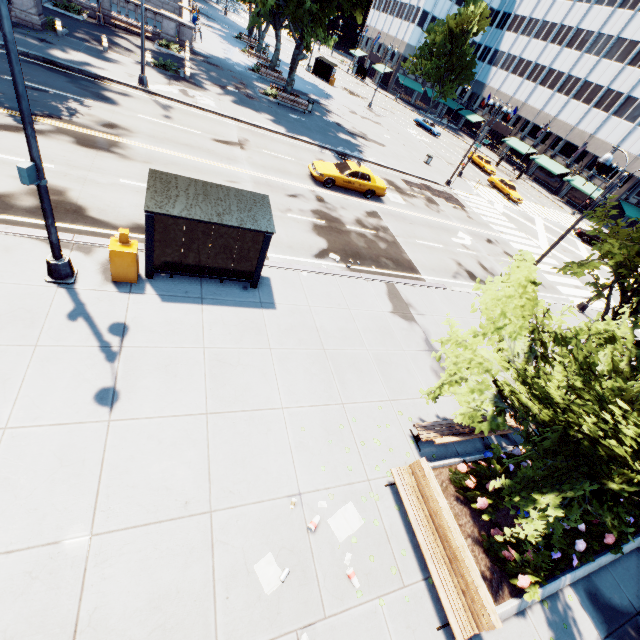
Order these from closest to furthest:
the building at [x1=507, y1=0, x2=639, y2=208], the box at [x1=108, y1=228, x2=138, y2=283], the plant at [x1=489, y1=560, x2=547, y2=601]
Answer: the plant at [x1=489, y1=560, x2=547, y2=601] < the box at [x1=108, y1=228, x2=138, y2=283] < the building at [x1=507, y1=0, x2=639, y2=208]

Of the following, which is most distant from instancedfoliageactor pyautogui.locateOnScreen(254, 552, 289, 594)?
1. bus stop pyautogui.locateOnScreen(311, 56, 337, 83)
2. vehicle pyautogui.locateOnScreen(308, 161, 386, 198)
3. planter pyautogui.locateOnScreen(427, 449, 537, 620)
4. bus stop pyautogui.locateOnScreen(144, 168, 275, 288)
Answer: bus stop pyautogui.locateOnScreen(311, 56, 337, 83)

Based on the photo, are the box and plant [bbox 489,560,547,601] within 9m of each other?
no

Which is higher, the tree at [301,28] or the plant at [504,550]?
the tree at [301,28]

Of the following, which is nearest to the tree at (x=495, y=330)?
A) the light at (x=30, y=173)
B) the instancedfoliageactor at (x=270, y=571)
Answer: the light at (x=30, y=173)

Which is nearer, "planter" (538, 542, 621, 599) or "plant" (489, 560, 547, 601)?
"plant" (489, 560, 547, 601)

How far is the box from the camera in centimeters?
827cm

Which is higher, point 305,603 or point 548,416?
point 548,416
